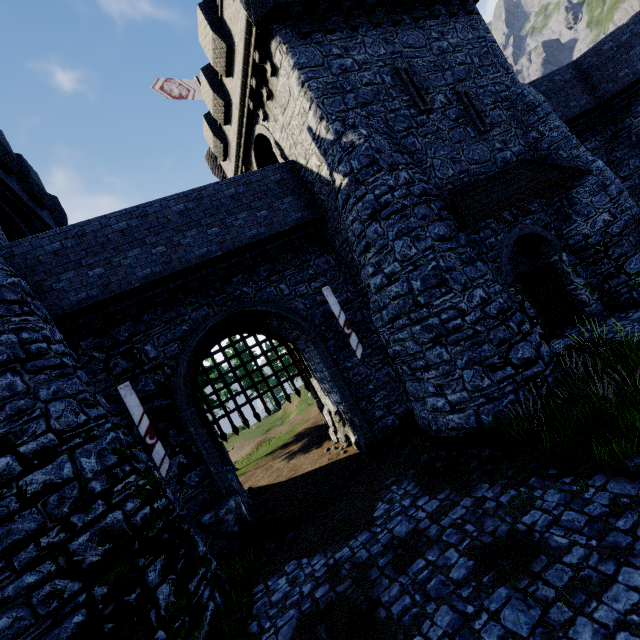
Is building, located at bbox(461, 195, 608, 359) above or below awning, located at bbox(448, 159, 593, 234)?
below

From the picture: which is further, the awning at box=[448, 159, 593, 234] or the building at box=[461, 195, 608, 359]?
the building at box=[461, 195, 608, 359]

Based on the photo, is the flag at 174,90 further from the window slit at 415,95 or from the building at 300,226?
the window slit at 415,95

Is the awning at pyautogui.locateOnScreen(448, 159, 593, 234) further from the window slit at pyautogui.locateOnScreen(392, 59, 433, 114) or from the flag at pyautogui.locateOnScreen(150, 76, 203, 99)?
the flag at pyautogui.locateOnScreen(150, 76, 203, 99)

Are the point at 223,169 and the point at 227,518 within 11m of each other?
no

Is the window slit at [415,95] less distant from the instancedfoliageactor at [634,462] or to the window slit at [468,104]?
the window slit at [468,104]

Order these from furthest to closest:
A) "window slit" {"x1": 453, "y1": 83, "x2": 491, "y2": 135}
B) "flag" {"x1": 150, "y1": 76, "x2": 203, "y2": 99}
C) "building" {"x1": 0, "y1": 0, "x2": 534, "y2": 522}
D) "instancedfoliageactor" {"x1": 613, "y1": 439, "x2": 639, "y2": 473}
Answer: "flag" {"x1": 150, "y1": 76, "x2": 203, "y2": 99}, "window slit" {"x1": 453, "y1": 83, "x2": 491, "y2": 135}, "building" {"x1": 0, "y1": 0, "x2": 534, "y2": 522}, "instancedfoliageactor" {"x1": 613, "y1": 439, "x2": 639, "y2": 473}

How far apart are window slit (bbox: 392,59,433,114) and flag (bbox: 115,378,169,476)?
12.7m
